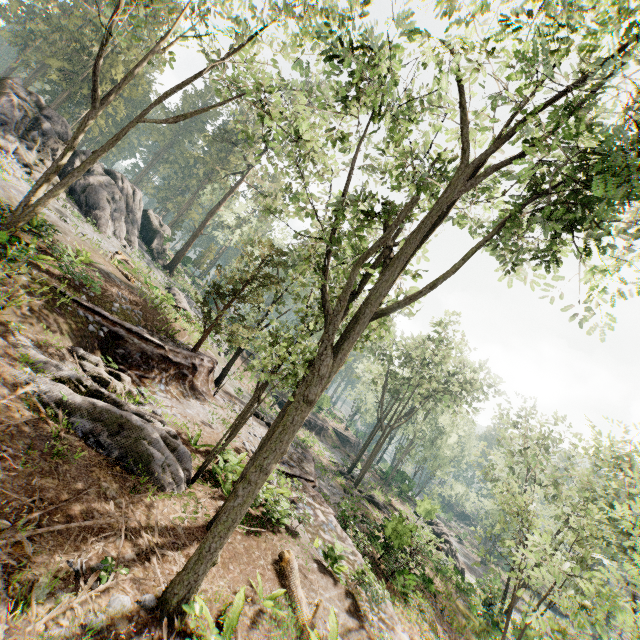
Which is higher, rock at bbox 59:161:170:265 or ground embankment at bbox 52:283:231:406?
rock at bbox 59:161:170:265

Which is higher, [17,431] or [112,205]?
[112,205]

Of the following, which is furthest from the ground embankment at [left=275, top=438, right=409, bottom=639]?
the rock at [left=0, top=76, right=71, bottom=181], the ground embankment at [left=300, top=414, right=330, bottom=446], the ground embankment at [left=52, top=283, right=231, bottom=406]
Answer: the rock at [left=0, top=76, right=71, bottom=181]

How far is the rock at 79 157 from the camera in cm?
2582

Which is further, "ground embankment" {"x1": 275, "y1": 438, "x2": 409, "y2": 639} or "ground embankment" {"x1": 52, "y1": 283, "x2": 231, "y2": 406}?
"ground embankment" {"x1": 52, "y1": 283, "x2": 231, "y2": 406}

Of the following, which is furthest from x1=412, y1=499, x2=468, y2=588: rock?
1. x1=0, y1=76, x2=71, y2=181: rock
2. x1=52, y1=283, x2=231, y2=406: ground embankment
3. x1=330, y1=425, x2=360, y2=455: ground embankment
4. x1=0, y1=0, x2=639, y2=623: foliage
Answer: x1=0, y1=76, x2=71, y2=181: rock

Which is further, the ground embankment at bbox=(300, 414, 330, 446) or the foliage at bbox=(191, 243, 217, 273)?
the foliage at bbox=(191, 243, 217, 273)

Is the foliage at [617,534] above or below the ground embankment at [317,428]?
above
